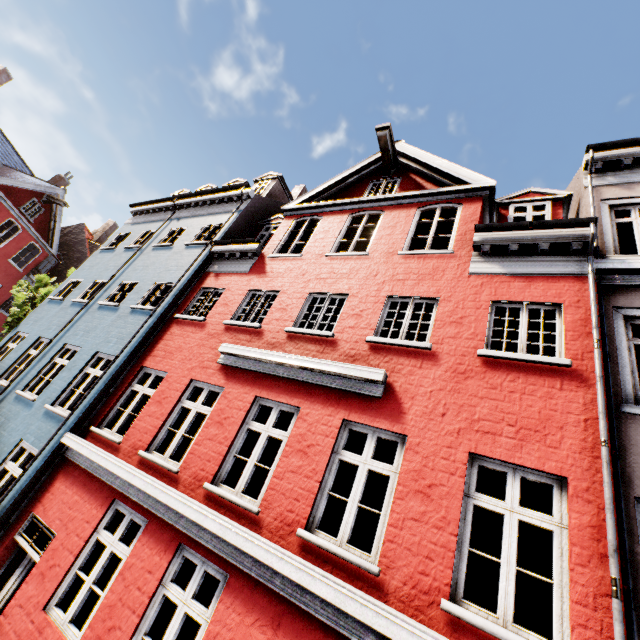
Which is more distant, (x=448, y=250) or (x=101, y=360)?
(x=101, y=360)
